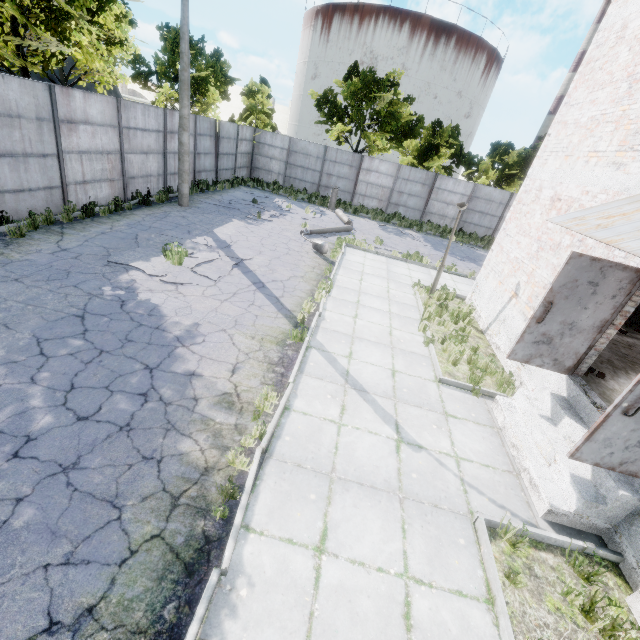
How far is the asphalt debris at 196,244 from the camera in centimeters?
959cm

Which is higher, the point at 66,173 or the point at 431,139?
the point at 431,139

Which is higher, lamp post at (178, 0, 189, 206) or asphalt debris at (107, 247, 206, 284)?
lamp post at (178, 0, 189, 206)

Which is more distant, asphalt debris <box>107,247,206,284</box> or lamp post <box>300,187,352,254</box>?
lamp post <box>300,187,352,254</box>

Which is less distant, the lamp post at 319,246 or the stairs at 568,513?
the stairs at 568,513

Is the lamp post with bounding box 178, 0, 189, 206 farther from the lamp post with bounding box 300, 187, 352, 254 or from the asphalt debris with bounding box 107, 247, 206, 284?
the lamp post with bounding box 300, 187, 352, 254

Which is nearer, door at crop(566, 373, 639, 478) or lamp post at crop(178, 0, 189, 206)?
door at crop(566, 373, 639, 478)

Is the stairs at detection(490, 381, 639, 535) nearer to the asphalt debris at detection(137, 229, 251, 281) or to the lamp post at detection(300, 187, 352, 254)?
the asphalt debris at detection(137, 229, 251, 281)
